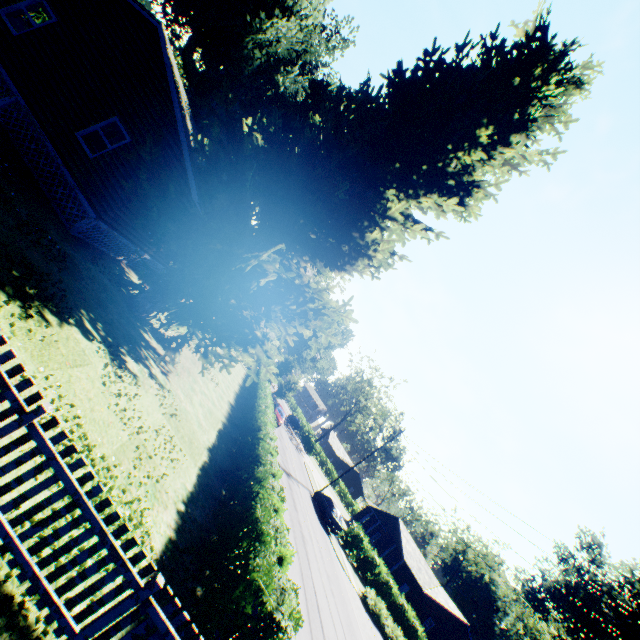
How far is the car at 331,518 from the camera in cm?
2736

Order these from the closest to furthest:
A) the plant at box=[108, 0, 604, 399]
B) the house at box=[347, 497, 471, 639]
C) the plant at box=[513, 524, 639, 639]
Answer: the plant at box=[108, 0, 604, 399], the house at box=[347, 497, 471, 639], the plant at box=[513, 524, 639, 639]

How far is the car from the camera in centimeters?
2736cm

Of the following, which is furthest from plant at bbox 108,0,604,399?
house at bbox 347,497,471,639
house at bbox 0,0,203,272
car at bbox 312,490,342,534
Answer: house at bbox 347,497,471,639

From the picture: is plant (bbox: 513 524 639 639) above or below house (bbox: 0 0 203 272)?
above

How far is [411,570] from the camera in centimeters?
3497cm

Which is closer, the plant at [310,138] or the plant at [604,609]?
the plant at [310,138]

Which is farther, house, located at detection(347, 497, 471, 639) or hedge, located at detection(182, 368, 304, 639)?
house, located at detection(347, 497, 471, 639)
